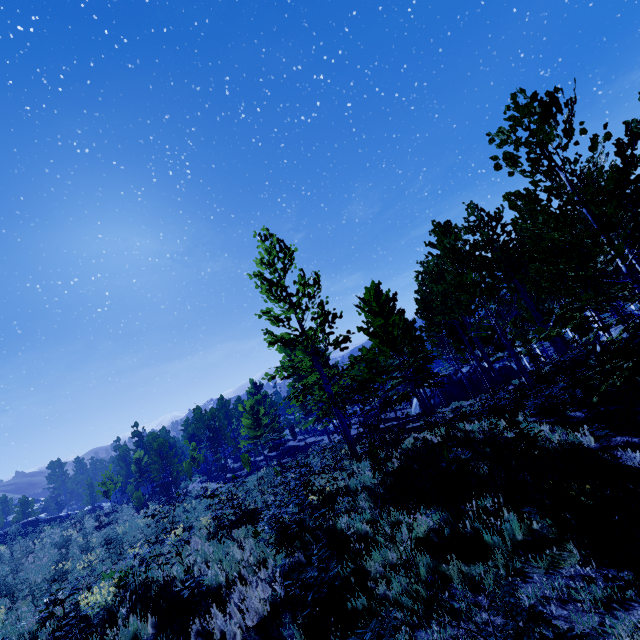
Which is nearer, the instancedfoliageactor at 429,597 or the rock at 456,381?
the instancedfoliageactor at 429,597

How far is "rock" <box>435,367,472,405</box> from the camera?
31.8 meters

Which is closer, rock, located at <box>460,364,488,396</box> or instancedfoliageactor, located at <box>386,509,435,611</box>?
instancedfoliageactor, located at <box>386,509,435,611</box>

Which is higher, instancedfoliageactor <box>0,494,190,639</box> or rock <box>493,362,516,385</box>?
instancedfoliageactor <box>0,494,190,639</box>

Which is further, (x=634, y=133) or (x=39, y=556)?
(x=39, y=556)

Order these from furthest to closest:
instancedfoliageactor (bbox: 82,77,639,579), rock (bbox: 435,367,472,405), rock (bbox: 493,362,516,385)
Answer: rock (bbox: 435,367,472,405)
rock (bbox: 493,362,516,385)
instancedfoliageactor (bbox: 82,77,639,579)

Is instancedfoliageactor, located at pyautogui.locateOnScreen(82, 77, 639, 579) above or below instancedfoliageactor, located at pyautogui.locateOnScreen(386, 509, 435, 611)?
above

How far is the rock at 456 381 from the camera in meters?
31.8 m
